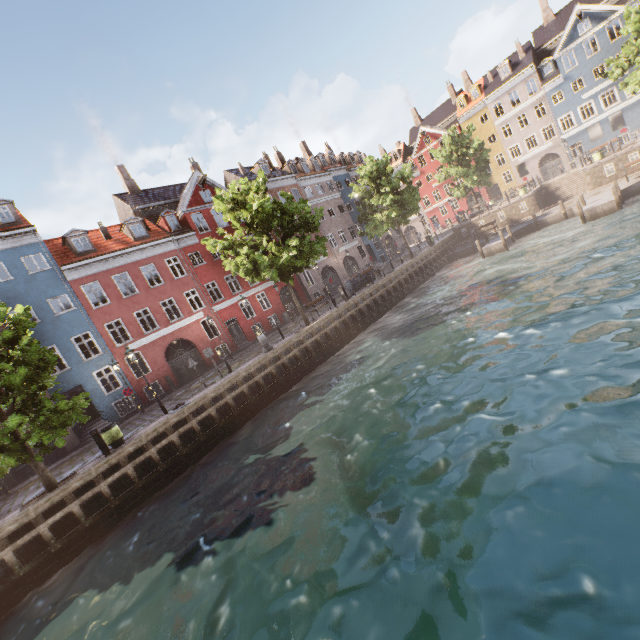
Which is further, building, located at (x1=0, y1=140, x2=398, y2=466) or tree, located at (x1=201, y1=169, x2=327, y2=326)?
building, located at (x1=0, y1=140, x2=398, y2=466)

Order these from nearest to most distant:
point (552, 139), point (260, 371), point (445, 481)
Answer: point (445, 481) < point (260, 371) < point (552, 139)

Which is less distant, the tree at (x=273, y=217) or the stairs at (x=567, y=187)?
the tree at (x=273, y=217)

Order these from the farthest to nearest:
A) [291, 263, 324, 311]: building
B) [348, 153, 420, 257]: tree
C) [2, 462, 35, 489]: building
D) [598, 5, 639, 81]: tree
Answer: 1. [291, 263, 324, 311]: building
2. [348, 153, 420, 257]: tree
3. [598, 5, 639, 81]: tree
4. [2, 462, 35, 489]: building

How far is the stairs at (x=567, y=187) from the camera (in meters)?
29.54

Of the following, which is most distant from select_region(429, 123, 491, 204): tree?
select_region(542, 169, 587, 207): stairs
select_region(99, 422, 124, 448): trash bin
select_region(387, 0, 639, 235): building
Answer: select_region(542, 169, 587, 207): stairs

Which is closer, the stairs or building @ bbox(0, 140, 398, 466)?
building @ bbox(0, 140, 398, 466)

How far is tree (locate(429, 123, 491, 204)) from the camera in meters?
37.6
